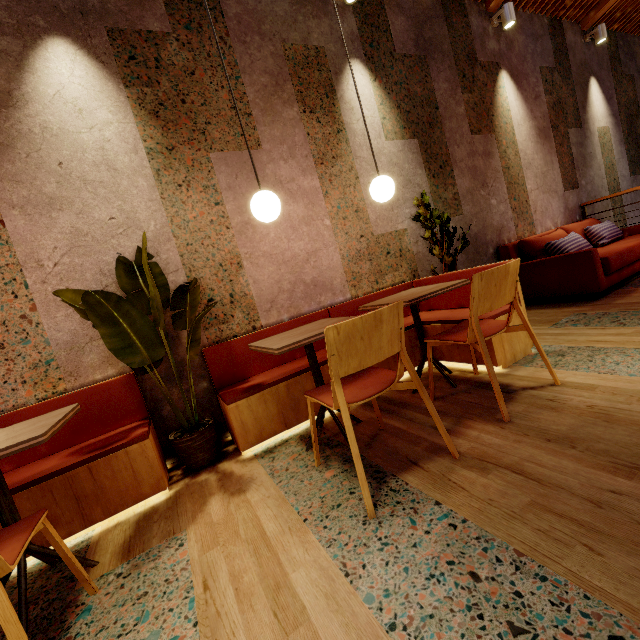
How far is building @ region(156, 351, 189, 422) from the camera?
2.6m

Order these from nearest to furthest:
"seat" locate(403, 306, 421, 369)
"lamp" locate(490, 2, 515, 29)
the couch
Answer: "seat" locate(403, 306, 421, 369) → the couch → "lamp" locate(490, 2, 515, 29)

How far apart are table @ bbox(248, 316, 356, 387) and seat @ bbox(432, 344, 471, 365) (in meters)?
0.17

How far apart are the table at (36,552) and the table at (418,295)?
2.01m

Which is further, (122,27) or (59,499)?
(122,27)

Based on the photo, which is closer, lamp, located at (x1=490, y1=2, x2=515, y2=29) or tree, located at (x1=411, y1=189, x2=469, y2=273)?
tree, located at (x1=411, y1=189, x2=469, y2=273)

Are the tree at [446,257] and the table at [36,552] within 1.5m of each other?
no

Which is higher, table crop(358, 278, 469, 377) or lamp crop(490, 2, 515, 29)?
lamp crop(490, 2, 515, 29)
